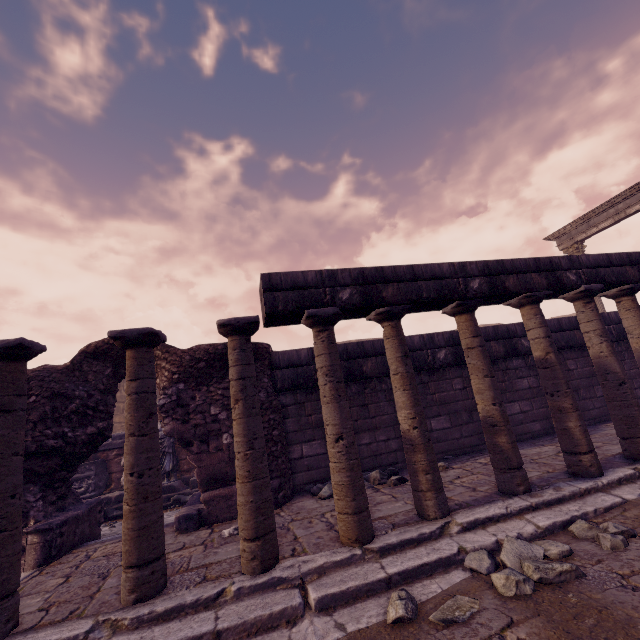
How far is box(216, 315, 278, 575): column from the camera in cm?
315

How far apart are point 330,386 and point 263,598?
2.0 meters

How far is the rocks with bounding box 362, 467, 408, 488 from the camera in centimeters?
524cm

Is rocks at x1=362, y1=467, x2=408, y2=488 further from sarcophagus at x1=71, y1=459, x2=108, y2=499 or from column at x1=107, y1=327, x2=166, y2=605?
sarcophagus at x1=71, y1=459, x2=108, y2=499

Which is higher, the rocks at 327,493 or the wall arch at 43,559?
the wall arch at 43,559

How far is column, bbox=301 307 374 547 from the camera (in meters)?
3.38

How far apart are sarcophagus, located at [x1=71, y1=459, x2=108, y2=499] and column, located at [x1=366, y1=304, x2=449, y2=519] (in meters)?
8.80

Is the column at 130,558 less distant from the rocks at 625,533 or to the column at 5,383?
the column at 5,383
